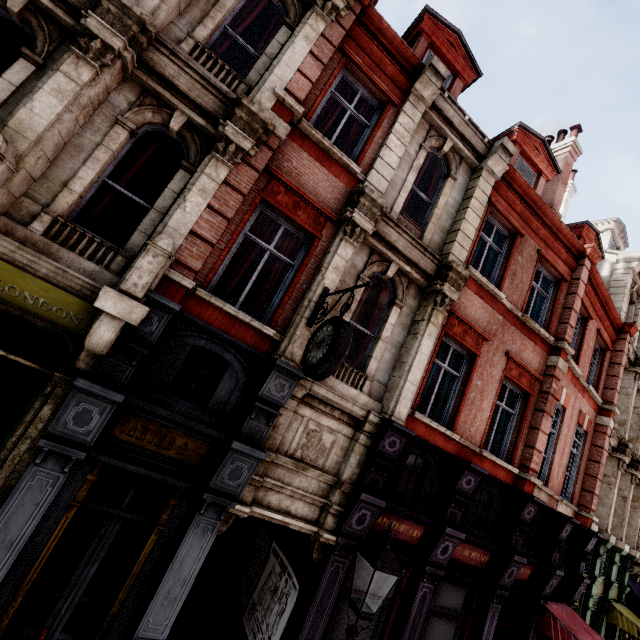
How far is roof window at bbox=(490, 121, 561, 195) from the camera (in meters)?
10.80

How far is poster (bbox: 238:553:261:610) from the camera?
7.8m

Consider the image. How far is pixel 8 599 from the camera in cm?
428

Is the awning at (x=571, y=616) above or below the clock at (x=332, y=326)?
below

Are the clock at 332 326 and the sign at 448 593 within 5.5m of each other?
no

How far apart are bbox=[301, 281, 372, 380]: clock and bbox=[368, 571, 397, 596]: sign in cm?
442

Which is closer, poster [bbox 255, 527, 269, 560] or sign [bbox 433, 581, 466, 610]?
sign [bbox 433, 581, 466, 610]

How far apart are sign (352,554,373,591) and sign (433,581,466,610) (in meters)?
1.30
